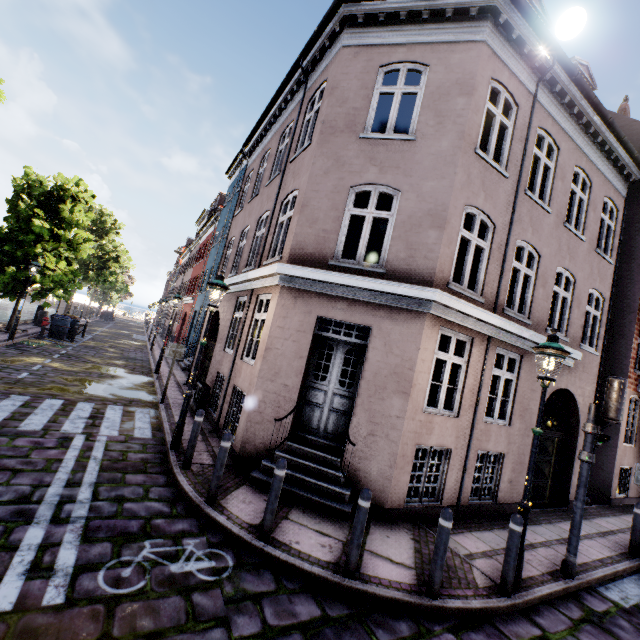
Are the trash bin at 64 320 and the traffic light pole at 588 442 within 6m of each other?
no

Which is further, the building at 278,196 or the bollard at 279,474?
the building at 278,196

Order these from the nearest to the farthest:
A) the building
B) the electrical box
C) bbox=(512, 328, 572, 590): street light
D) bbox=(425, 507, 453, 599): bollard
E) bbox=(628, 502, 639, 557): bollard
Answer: bbox=(425, 507, 453, 599): bollard < bbox=(512, 328, 572, 590): street light < the building < bbox=(628, 502, 639, 557): bollard < the electrical box

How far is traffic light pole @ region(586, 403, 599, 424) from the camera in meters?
5.7 m

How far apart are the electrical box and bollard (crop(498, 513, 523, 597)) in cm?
834

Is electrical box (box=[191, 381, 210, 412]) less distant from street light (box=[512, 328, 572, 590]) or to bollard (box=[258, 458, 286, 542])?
bollard (box=[258, 458, 286, 542])

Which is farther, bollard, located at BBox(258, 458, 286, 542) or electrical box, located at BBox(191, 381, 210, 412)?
electrical box, located at BBox(191, 381, 210, 412)

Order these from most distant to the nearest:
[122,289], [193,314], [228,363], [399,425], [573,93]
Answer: [122,289]
[193,314]
[228,363]
[573,93]
[399,425]
